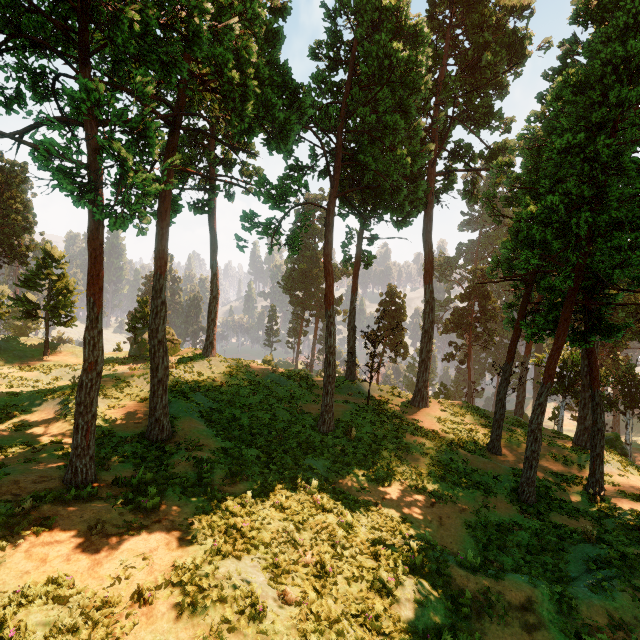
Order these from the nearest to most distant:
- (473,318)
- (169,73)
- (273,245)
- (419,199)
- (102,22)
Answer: (102,22), (169,73), (273,245), (419,199), (473,318)

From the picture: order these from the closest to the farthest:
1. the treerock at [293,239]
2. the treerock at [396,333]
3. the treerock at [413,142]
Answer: the treerock at [413,142] → the treerock at [293,239] → the treerock at [396,333]

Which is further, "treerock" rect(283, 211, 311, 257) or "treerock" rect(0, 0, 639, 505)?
"treerock" rect(283, 211, 311, 257)

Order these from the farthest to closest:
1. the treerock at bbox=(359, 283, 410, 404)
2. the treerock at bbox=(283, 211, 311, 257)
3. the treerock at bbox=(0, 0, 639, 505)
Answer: the treerock at bbox=(359, 283, 410, 404)
the treerock at bbox=(283, 211, 311, 257)
the treerock at bbox=(0, 0, 639, 505)

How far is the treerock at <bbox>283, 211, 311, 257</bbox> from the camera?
17.8 meters

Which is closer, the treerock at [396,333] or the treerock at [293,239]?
the treerock at [293,239]
